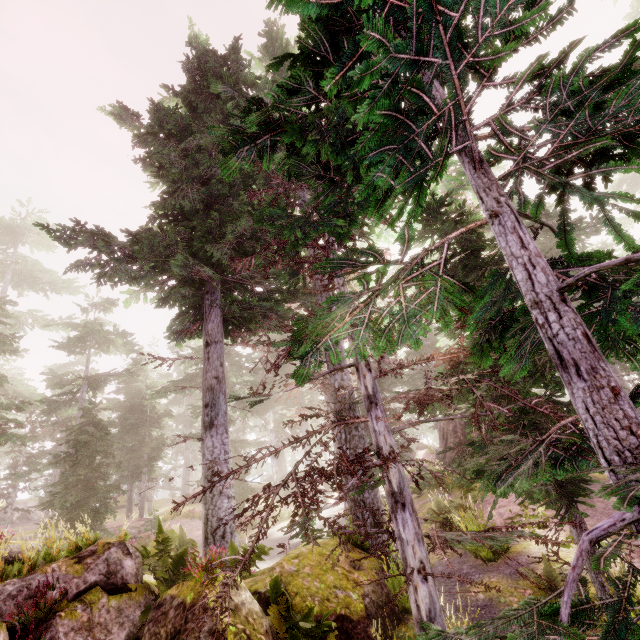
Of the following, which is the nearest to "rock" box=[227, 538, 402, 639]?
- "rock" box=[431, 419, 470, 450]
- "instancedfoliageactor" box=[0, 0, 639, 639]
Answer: "instancedfoliageactor" box=[0, 0, 639, 639]

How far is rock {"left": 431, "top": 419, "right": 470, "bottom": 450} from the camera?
18.9m

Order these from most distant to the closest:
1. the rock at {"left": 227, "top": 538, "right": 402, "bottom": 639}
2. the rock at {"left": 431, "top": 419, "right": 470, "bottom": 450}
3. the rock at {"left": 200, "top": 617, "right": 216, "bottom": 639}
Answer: the rock at {"left": 431, "top": 419, "right": 470, "bottom": 450} < the rock at {"left": 227, "top": 538, "right": 402, "bottom": 639} < the rock at {"left": 200, "top": 617, "right": 216, "bottom": 639}

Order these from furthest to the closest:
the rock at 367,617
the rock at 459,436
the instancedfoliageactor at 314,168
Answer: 1. the rock at 459,436
2. the rock at 367,617
3. the instancedfoliageactor at 314,168

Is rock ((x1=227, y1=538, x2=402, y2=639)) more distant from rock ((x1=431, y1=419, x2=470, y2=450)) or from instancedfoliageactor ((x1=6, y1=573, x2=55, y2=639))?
rock ((x1=431, y1=419, x2=470, y2=450))

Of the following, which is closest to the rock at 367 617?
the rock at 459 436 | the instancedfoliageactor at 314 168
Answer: the instancedfoliageactor at 314 168

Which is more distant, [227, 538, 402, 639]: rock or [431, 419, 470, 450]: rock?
[431, 419, 470, 450]: rock

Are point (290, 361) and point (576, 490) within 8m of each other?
no
